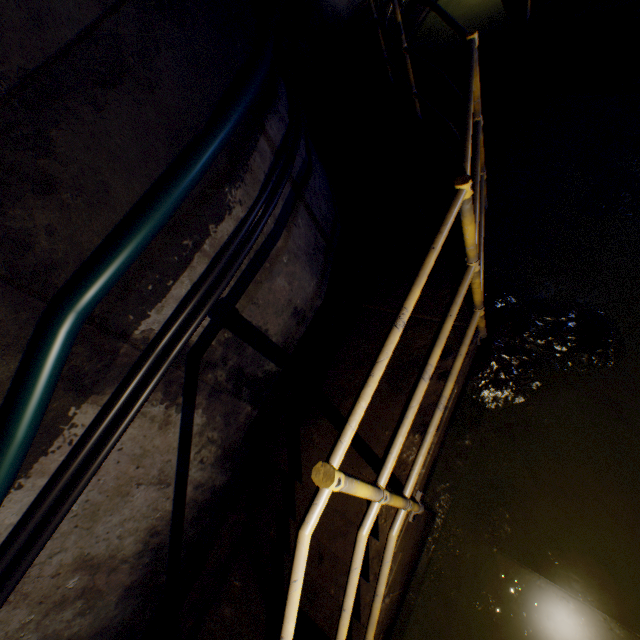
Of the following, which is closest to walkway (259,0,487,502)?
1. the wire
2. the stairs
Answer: the stairs

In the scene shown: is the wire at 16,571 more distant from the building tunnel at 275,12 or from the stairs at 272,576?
the stairs at 272,576

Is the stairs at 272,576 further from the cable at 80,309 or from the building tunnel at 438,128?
the cable at 80,309

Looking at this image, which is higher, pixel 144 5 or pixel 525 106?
pixel 144 5

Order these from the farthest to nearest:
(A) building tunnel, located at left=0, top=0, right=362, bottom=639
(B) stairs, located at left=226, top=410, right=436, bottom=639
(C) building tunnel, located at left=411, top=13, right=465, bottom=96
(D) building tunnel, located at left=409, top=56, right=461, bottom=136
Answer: (C) building tunnel, located at left=411, top=13, right=465, bottom=96 → (D) building tunnel, located at left=409, top=56, right=461, bottom=136 → (A) building tunnel, located at left=0, top=0, right=362, bottom=639 → (B) stairs, located at left=226, top=410, right=436, bottom=639

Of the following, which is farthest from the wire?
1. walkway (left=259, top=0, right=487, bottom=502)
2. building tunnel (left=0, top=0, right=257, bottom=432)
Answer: walkway (left=259, top=0, right=487, bottom=502)
